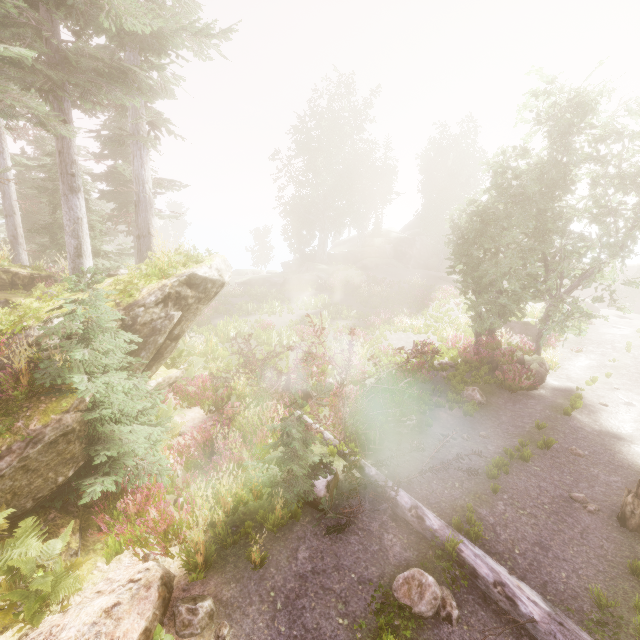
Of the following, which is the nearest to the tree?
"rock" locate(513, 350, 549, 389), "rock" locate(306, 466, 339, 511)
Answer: "rock" locate(306, 466, 339, 511)

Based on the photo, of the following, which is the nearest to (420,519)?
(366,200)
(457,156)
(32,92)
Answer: (32,92)

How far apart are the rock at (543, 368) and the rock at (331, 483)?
10.8m

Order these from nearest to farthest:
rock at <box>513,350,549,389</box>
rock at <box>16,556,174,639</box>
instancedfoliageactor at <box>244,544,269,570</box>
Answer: rock at <box>16,556,174,639</box>
instancedfoliageactor at <box>244,544,269,570</box>
rock at <box>513,350,549,389</box>

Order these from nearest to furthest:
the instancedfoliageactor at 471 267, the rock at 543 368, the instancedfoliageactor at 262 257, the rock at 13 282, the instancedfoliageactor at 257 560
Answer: the instancedfoliageactor at 257 560
the rock at 13 282
the instancedfoliageactor at 471 267
the rock at 543 368
the instancedfoliageactor at 262 257

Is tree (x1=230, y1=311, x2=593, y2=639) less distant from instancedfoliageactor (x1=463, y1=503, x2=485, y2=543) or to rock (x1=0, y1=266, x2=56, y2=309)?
instancedfoliageactor (x1=463, y1=503, x2=485, y2=543)

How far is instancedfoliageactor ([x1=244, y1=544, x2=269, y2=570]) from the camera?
5.71m

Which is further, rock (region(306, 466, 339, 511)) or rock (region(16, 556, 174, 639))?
rock (region(306, 466, 339, 511))
